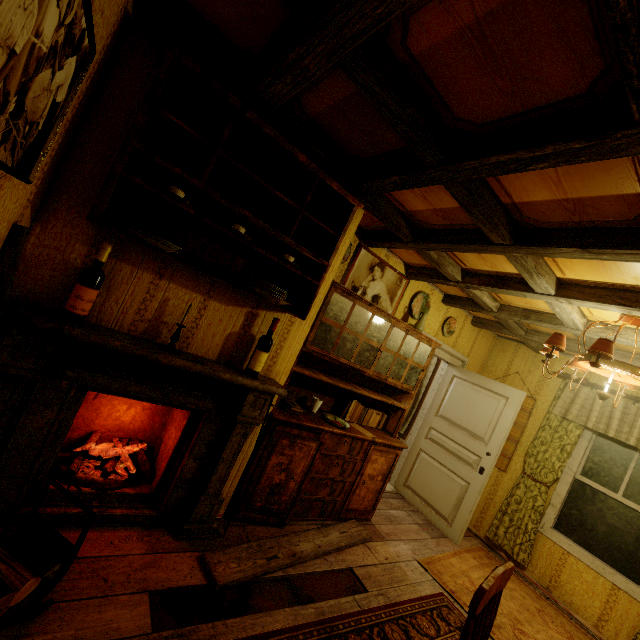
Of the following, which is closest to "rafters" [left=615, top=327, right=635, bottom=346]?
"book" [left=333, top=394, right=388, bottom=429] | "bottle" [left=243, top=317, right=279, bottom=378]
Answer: "bottle" [left=243, top=317, right=279, bottom=378]

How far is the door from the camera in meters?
4.1

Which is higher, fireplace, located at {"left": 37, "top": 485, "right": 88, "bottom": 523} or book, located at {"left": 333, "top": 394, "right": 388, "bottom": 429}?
book, located at {"left": 333, "top": 394, "right": 388, "bottom": 429}

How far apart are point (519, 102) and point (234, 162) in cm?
139

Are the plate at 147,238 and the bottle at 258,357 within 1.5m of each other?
yes

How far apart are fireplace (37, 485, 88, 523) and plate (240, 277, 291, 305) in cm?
9

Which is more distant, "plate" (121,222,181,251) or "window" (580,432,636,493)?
"window" (580,432,636,493)

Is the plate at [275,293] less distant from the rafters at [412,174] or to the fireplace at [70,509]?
the fireplace at [70,509]
